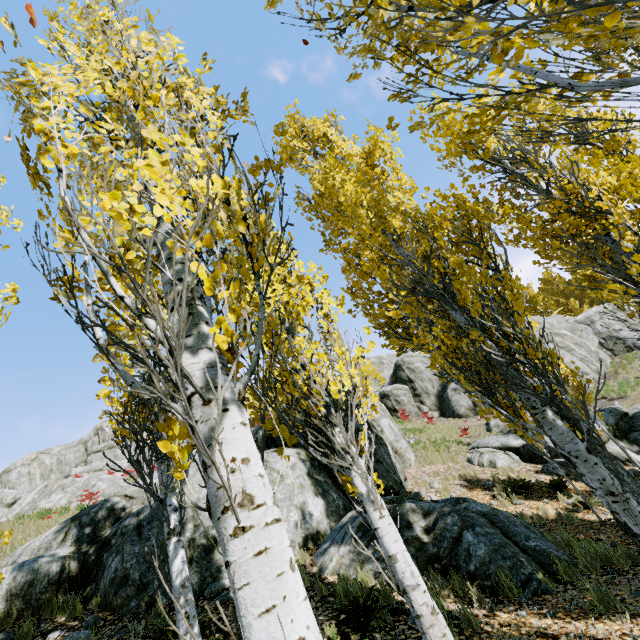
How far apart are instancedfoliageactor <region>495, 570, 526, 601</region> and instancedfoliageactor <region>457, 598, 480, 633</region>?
0.9 meters

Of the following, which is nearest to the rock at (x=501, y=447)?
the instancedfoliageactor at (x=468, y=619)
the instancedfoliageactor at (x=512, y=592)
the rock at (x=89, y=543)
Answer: the instancedfoliageactor at (x=512, y=592)

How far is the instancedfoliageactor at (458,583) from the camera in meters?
4.9 m

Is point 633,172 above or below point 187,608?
above

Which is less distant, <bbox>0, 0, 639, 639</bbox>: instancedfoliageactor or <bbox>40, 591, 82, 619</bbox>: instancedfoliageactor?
<bbox>0, 0, 639, 639</bbox>: instancedfoliageactor

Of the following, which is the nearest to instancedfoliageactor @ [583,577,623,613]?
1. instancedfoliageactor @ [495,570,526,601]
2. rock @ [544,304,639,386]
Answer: rock @ [544,304,639,386]

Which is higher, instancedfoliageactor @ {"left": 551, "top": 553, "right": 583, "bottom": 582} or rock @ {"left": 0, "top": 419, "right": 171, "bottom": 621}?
rock @ {"left": 0, "top": 419, "right": 171, "bottom": 621}

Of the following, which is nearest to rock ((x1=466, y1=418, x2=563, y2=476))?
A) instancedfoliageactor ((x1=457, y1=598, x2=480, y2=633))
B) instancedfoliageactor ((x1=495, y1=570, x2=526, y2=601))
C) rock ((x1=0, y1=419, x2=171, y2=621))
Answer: instancedfoliageactor ((x1=495, y1=570, x2=526, y2=601))
